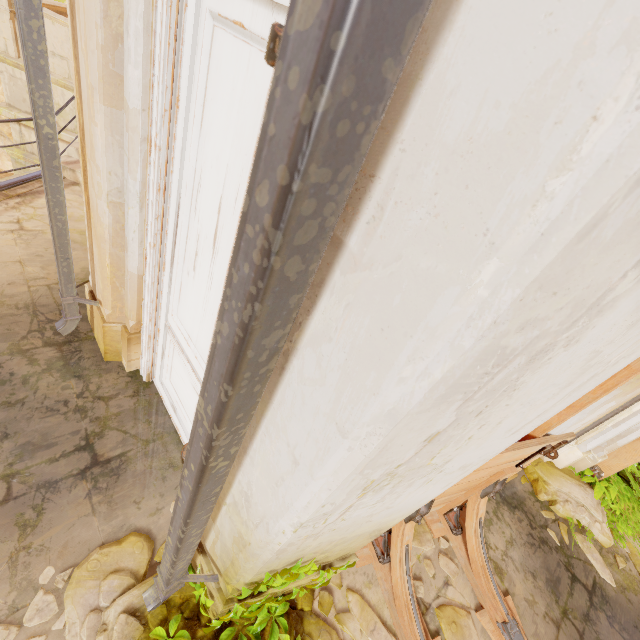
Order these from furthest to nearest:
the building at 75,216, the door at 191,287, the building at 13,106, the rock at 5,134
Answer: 1. the rock at 5,134
2. the building at 13,106
3. the building at 75,216
4. the door at 191,287

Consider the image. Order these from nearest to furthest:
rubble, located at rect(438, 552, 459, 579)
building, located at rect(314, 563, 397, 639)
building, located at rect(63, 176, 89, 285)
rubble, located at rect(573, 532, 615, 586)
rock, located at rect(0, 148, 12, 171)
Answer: building, located at rect(314, 563, 397, 639)
rubble, located at rect(438, 552, 459, 579)
rubble, located at rect(573, 532, 615, 586)
building, located at rect(63, 176, 89, 285)
rock, located at rect(0, 148, 12, 171)

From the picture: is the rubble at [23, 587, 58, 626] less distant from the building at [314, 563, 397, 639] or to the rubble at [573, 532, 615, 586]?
the building at [314, 563, 397, 639]

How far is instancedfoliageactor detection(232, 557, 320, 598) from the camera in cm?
187

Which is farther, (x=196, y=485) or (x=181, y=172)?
(x=181, y=172)

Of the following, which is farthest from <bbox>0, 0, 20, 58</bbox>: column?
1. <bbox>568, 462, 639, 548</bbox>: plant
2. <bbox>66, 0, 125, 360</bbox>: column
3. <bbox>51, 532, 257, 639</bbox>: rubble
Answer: <bbox>568, 462, 639, 548</bbox>: plant

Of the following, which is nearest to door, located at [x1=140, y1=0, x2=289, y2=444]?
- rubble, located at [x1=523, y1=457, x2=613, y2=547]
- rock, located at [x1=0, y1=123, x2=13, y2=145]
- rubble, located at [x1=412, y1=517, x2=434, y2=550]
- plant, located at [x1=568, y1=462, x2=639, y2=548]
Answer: rubble, located at [x1=412, y1=517, x2=434, y2=550]

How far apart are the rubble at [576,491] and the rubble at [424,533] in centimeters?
201cm
